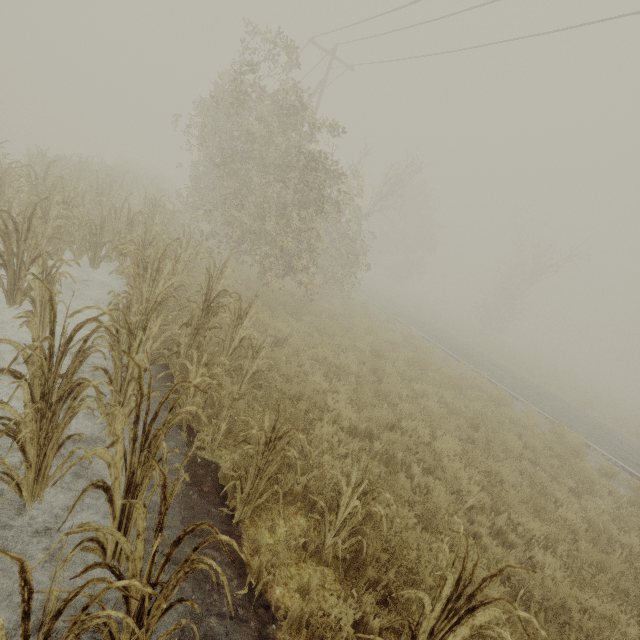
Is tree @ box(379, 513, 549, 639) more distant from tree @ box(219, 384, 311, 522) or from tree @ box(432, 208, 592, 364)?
tree @ box(432, 208, 592, 364)

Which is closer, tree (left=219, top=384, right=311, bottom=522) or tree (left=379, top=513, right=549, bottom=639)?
tree (left=379, top=513, right=549, bottom=639)

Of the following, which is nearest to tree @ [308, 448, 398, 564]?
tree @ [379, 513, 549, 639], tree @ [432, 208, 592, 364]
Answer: tree @ [379, 513, 549, 639]

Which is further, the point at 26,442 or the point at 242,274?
the point at 242,274

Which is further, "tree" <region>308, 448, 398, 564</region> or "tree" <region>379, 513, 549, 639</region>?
"tree" <region>308, 448, 398, 564</region>

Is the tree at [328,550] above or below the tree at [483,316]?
below

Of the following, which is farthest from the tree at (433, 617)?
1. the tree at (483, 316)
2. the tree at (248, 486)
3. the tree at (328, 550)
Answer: the tree at (483, 316)

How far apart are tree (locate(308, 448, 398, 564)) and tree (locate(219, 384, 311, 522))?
0.4m
